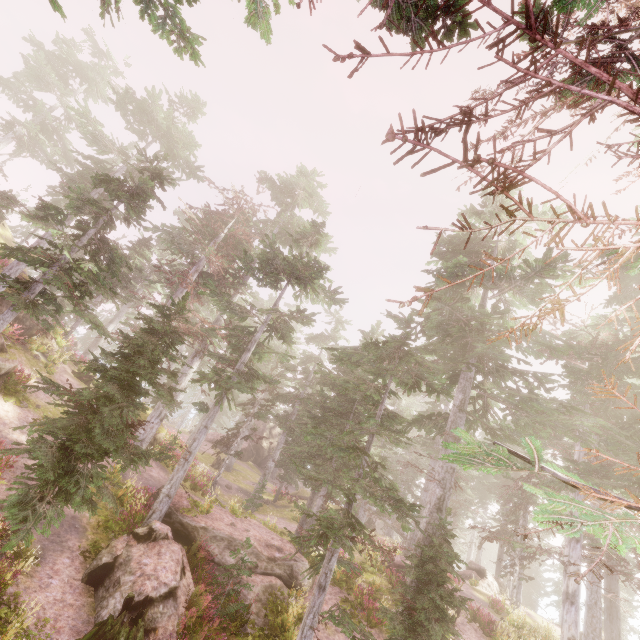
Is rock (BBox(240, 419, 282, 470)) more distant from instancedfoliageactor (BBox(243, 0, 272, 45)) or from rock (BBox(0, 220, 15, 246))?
rock (BBox(0, 220, 15, 246))

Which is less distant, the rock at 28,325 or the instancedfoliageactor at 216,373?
the instancedfoliageactor at 216,373

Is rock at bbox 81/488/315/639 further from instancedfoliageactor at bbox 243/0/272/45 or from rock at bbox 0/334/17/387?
rock at bbox 0/334/17/387

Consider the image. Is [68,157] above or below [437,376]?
above

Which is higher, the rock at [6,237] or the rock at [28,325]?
the rock at [6,237]

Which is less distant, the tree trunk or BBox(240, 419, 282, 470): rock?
the tree trunk

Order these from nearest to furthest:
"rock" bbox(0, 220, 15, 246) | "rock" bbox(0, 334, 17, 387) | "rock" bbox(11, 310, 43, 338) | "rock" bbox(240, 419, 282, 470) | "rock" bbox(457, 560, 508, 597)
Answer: "rock" bbox(0, 334, 17, 387)
"rock" bbox(11, 310, 43, 338)
"rock" bbox(457, 560, 508, 597)
"rock" bbox(0, 220, 15, 246)
"rock" bbox(240, 419, 282, 470)

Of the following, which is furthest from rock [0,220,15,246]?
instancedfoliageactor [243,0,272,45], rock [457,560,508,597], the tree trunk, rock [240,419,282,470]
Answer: rock [457,560,508,597]
